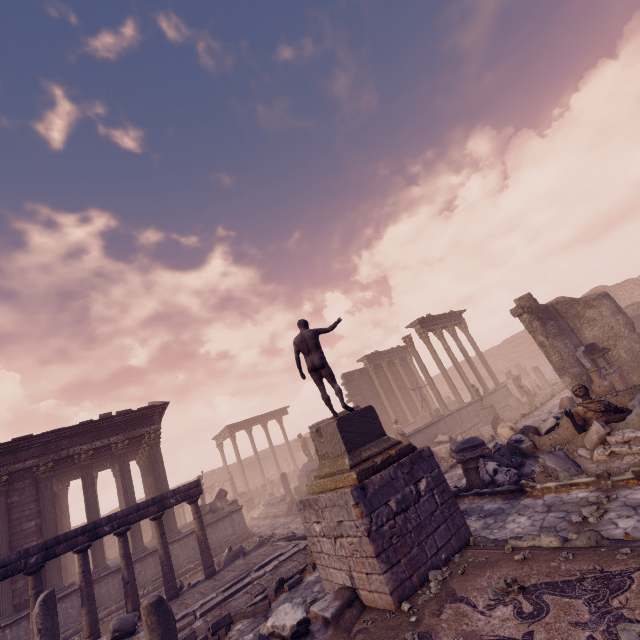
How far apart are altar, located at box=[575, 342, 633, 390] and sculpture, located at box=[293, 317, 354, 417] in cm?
1105

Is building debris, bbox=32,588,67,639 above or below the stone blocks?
above

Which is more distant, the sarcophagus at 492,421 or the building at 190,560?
the sarcophagus at 492,421

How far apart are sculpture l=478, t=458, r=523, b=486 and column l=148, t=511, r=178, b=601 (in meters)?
10.13

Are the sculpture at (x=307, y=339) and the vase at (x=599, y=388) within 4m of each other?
no

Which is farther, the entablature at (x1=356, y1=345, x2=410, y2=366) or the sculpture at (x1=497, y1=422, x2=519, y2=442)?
the entablature at (x1=356, y1=345, x2=410, y2=366)

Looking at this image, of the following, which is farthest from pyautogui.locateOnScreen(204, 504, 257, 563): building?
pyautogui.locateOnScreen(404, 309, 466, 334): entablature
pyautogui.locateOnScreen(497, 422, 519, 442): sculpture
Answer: pyautogui.locateOnScreen(404, 309, 466, 334): entablature

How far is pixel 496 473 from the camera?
8.74m
